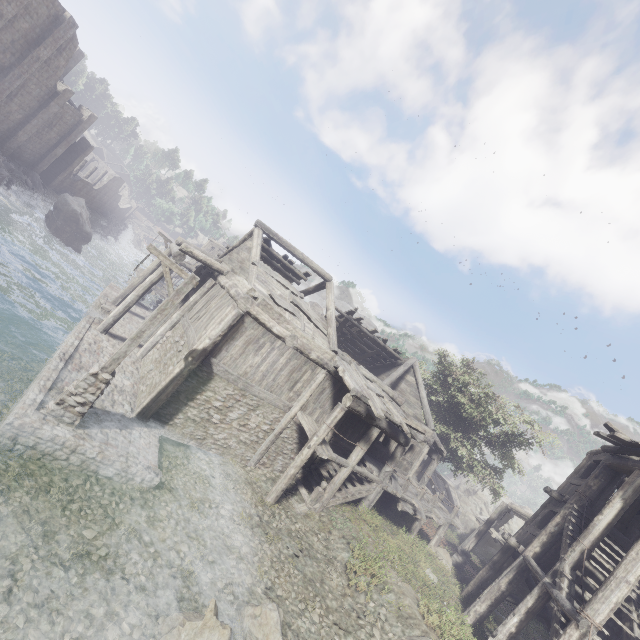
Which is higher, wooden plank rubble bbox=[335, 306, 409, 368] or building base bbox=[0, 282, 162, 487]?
wooden plank rubble bbox=[335, 306, 409, 368]

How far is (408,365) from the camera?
21.8 meters

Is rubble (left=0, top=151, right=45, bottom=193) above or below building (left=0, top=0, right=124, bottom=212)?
below

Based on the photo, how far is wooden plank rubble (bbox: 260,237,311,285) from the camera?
17.1m

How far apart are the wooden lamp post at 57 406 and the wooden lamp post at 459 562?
20.4 meters

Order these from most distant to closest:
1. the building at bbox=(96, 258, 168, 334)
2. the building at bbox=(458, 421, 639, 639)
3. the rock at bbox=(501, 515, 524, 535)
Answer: the rock at bbox=(501, 515, 524, 535) → the building at bbox=(96, 258, 168, 334) → the building at bbox=(458, 421, 639, 639)

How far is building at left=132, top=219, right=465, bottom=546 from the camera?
11.9m

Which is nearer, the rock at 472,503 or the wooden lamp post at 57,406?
the wooden lamp post at 57,406
